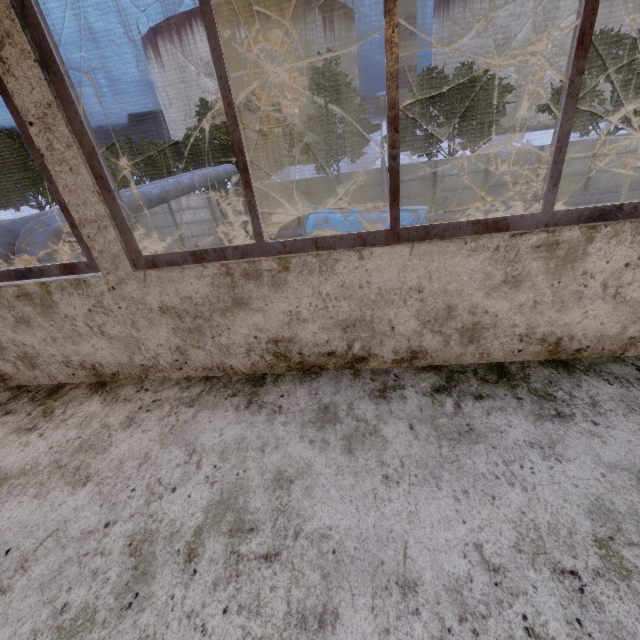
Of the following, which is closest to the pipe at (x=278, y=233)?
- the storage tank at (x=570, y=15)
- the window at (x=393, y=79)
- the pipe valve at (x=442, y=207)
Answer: the pipe valve at (x=442, y=207)

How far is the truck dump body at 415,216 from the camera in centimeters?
1273cm

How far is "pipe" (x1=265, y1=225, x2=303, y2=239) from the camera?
18.95m

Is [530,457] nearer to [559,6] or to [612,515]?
[612,515]

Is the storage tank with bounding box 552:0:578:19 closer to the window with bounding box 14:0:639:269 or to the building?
the building

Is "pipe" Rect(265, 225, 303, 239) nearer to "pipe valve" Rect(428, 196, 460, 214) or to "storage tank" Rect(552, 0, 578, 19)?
"pipe valve" Rect(428, 196, 460, 214)

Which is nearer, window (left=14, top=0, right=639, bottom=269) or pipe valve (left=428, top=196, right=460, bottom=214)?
window (left=14, top=0, right=639, bottom=269)

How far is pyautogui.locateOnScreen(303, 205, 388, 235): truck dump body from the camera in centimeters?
1374cm
